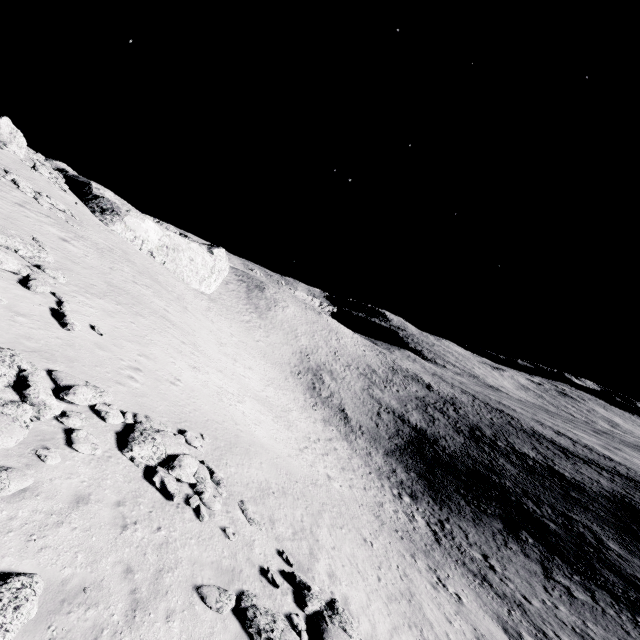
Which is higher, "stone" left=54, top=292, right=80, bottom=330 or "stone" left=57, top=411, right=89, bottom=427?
"stone" left=54, top=292, right=80, bottom=330

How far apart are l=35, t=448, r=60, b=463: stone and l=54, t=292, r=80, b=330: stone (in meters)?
6.97

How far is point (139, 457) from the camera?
10.3 meters

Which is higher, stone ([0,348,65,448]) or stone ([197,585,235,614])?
stone ([0,348,65,448])

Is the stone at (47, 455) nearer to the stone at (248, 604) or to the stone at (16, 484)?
the stone at (16, 484)

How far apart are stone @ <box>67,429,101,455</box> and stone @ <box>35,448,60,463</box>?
0.5 meters

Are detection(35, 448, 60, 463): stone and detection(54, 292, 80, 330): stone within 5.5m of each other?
no

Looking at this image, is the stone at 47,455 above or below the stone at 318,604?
above
